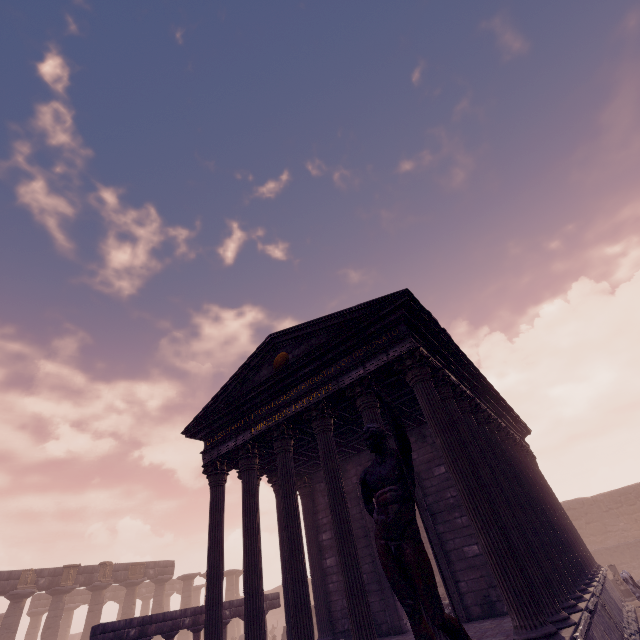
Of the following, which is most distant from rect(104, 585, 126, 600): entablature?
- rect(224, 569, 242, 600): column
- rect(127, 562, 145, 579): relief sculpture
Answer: rect(224, 569, 242, 600): column

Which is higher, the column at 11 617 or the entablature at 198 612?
the column at 11 617

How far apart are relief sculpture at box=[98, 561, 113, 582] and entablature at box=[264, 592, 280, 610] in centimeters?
1553cm

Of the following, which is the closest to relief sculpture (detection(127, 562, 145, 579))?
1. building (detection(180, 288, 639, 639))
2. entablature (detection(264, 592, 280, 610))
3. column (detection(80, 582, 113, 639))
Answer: column (detection(80, 582, 113, 639))

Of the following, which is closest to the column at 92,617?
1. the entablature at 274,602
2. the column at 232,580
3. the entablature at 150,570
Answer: the entablature at 150,570

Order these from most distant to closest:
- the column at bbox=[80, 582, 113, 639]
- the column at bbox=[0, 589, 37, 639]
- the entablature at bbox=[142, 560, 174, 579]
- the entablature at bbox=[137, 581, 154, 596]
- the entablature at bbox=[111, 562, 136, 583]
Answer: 1. the entablature at bbox=[137, 581, 154, 596]
2. the entablature at bbox=[142, 560, 174, 579]
3. the entablature at bbox=[111, 562, 136, 583]
4. the column at bbox=[80, 582, 113, 639]
5. the column at bbox=[0, 589, 37, 639]

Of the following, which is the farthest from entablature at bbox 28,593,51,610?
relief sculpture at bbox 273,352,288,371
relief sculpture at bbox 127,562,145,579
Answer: relief sculpture at bbox 273,352,288,371

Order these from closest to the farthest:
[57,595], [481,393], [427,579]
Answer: [427,579] → [481,393] → [57,595]
